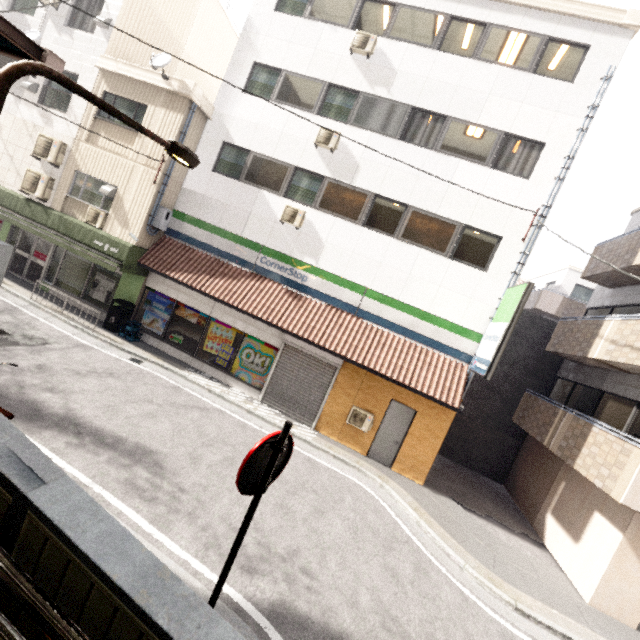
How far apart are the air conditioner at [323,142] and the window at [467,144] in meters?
3.0 m

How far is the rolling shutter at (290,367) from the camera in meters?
10.8 m

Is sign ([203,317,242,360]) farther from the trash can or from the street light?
the street light

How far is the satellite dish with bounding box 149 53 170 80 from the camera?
10.3 meters

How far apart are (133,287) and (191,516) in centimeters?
960cm

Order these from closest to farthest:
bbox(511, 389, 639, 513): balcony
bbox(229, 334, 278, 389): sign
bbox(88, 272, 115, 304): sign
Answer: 1. bbox(511, 389, 639, 513): balcony
2. bbox(229, 334, 278, 389): sign
3. bbox(88, 272, 115, 304): sign

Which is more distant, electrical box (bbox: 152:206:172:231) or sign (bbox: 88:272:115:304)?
sign (bbox: 88:272:115:304)

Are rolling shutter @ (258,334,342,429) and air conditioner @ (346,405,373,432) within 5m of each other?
yes
